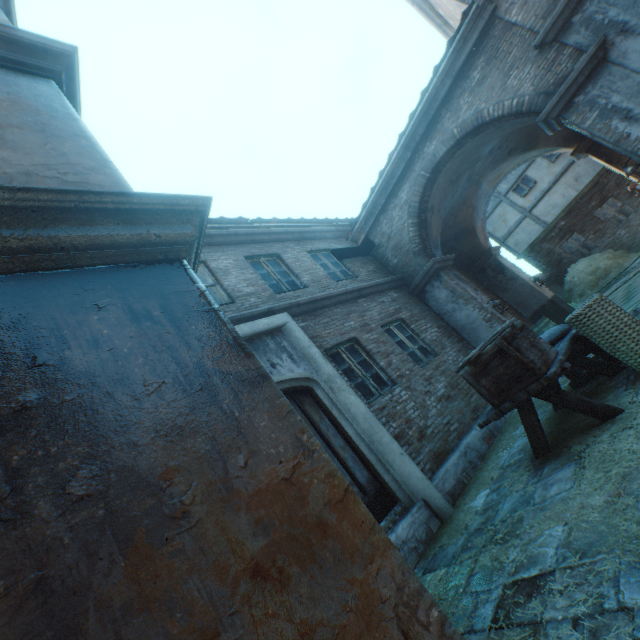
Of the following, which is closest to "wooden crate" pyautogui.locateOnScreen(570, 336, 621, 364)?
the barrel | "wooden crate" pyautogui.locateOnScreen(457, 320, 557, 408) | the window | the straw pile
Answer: "wooden crate" pyautogui.locateOnScreen(457, 320, 557, 408)

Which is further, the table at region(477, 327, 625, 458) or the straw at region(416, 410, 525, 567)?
the straw at region(416, 410, 525, 567)

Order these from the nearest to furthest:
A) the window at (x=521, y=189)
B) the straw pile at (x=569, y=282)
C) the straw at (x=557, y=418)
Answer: the straw at (x=557, y=418) < the straw pile at (x=569, y=282) < the window at (x=521, y=189)

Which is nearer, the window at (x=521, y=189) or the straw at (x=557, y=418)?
the straw at (x=557, y=418)

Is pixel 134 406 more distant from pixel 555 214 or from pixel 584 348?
pixel 555 214

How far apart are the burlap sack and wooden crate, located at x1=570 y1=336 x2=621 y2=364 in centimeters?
7cm

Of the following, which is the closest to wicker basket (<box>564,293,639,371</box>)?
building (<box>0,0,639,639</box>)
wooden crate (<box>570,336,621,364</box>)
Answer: wooden crate (<box>570,336,621,364</box>)

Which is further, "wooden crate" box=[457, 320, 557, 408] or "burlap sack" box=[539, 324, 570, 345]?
"burlap sack" box=[539, 324, 570, 345]
